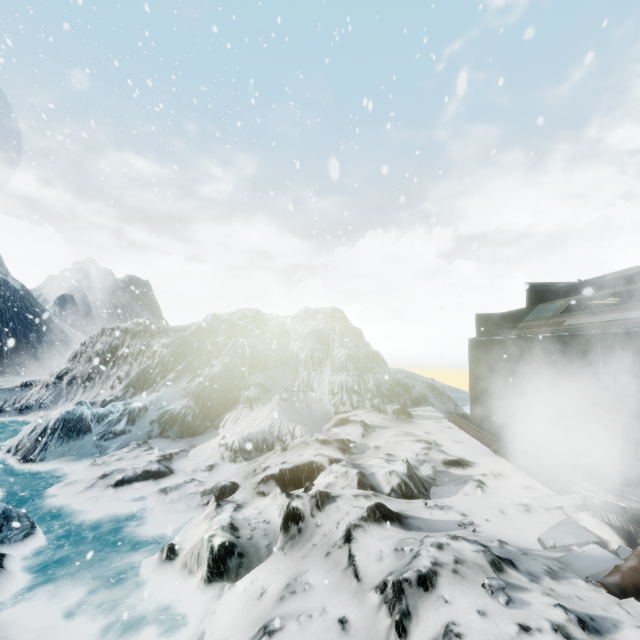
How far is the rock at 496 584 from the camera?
3.1m

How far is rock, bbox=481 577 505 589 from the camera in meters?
3.1 m

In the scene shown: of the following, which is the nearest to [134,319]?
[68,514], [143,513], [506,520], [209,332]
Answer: [209,332]
